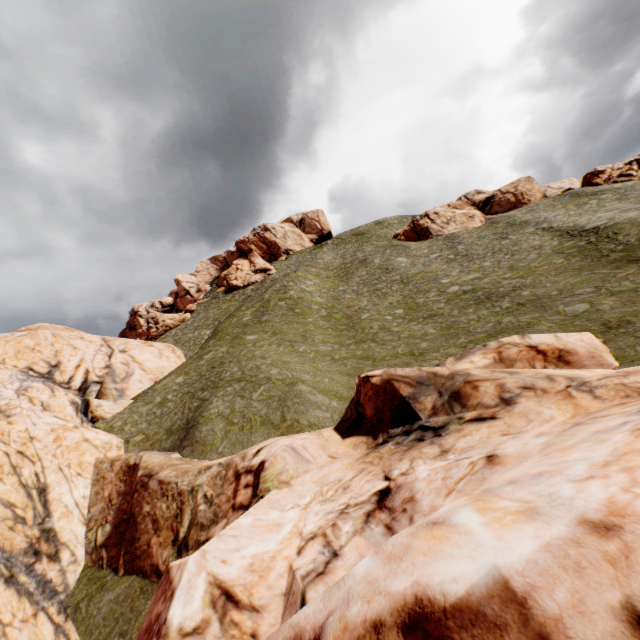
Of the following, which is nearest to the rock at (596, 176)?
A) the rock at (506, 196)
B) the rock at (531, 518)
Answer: the rock at (506, 196)

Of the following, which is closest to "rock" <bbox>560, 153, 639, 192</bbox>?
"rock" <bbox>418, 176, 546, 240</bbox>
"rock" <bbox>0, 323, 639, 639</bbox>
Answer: "rock" <bbox>418, 176, 546, 240</bbox>

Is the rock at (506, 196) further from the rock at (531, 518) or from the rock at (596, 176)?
the rock at (531, 518)

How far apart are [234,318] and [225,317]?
21.9 meters

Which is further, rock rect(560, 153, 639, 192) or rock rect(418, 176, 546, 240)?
rock rect(418, 176, 546, 240)

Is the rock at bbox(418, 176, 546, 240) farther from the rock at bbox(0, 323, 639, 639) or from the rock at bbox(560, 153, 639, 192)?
the rock at bbox(0, 323, 639, 639)

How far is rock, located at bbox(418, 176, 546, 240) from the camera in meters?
52.8 m
